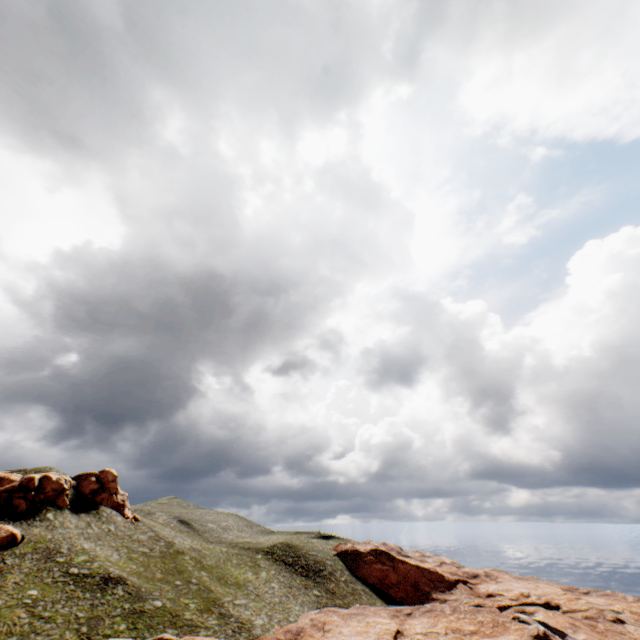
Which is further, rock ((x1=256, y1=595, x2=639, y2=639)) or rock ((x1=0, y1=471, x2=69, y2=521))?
rock ((x1=0, y1=471, x2=69, y2=521))

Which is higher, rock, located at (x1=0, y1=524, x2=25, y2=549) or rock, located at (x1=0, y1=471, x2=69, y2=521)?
rock, located at (x1=0, y1=471, x2=69, y2=521)

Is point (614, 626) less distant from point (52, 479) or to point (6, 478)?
point (52, 479)

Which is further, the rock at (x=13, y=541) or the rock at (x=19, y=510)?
the rock at (x=19, y=510)

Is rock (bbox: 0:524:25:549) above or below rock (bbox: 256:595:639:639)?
above

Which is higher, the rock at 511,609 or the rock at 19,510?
the rock at 19,510

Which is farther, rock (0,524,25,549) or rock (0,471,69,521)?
rock (0,471,69,521)
